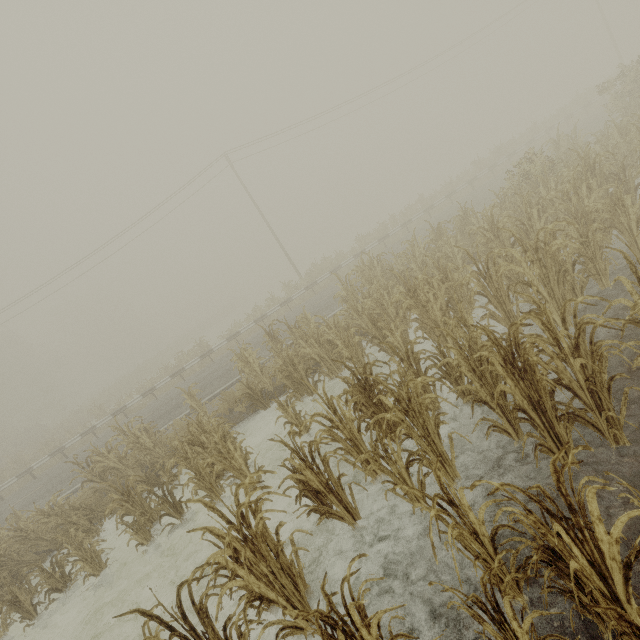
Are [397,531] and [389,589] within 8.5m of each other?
yes
